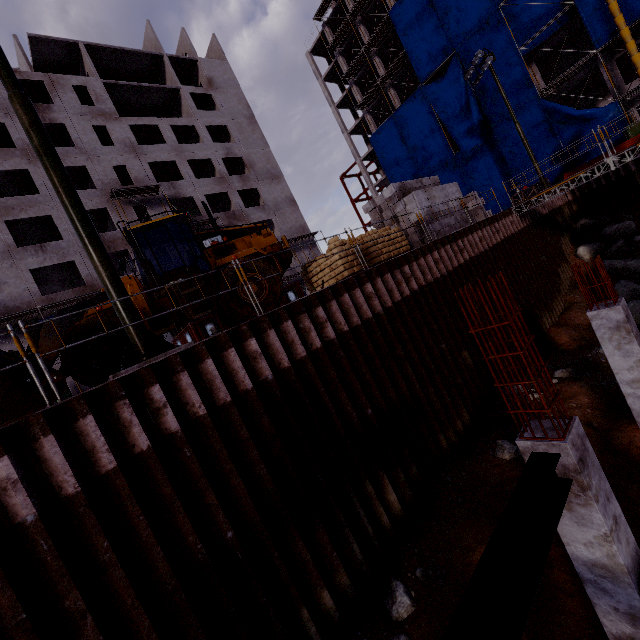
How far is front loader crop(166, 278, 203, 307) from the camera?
9.1 meters

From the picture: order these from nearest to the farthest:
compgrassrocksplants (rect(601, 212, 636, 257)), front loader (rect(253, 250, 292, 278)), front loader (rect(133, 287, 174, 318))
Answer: front loader (rect(133, 287, 174, 318))
front loader (rect(253, 250, 292, 278))
compgrassrocksplants (rect(601, 212, 636, 257))

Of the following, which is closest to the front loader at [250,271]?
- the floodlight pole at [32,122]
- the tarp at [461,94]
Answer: the floodlight pole at [32,122]

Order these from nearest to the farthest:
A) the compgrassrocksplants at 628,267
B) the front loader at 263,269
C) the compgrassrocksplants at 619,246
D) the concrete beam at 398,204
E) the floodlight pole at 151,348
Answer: the floodlight pole at 151,348
the front loader at 263,269
the concrete beam at 398,204
the compgrassrocksplants at 628,267
the compgrassrocksplants at 619,246

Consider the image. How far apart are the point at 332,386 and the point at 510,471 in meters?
4.9 m

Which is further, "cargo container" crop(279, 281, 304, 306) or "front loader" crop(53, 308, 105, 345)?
"cargo container" crop(279, 281, 304, 306)

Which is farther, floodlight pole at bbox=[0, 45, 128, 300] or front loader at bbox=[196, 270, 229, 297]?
front loader at bbox=[196, 270, 229, 297]

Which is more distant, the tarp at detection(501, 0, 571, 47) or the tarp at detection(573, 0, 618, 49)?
the tarp at detection(501, 0, 571, 47)
